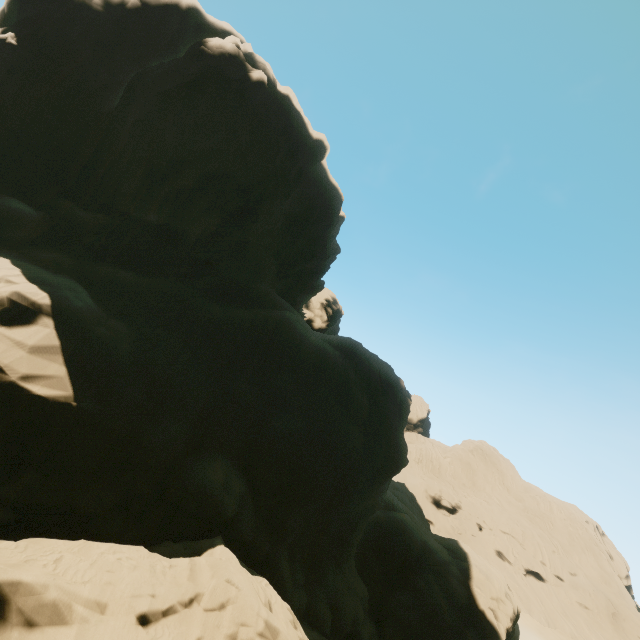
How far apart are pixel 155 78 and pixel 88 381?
20.5 meters
